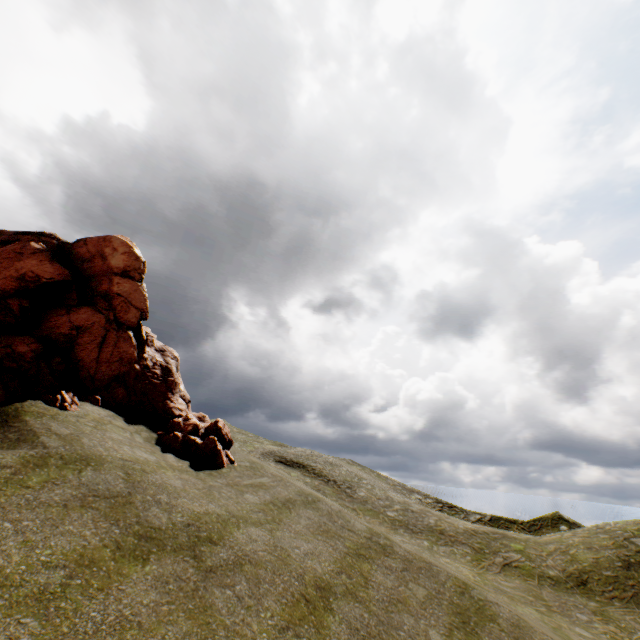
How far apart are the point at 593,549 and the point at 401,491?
27.4m
